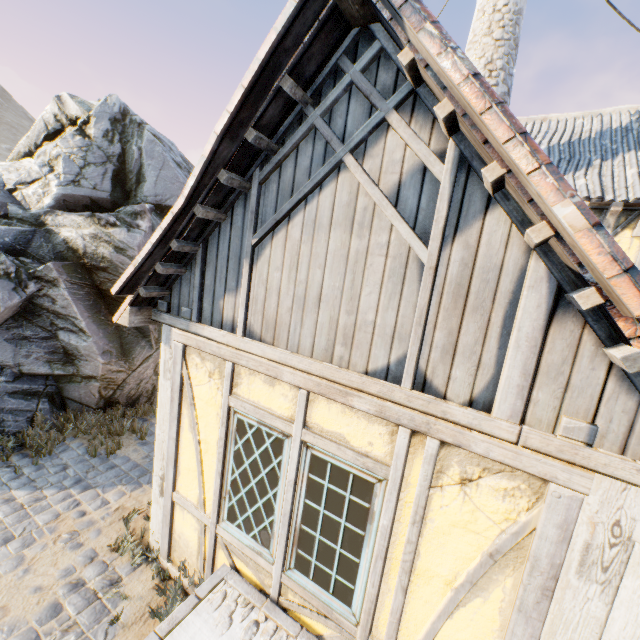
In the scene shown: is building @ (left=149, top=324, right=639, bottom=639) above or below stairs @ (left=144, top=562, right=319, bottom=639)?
above

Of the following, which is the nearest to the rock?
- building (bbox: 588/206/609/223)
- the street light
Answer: building (bbox: 588/206/609/223)

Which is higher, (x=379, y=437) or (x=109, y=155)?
(x=109, y=155)

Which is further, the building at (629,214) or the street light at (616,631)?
the building at (629,214)

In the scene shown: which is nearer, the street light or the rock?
the street light

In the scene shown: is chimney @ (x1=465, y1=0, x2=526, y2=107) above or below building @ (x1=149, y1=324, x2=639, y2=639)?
above

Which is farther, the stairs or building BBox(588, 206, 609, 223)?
building BBox(588, 206, 609, 223)

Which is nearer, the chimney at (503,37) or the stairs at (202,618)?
the stairs at (202,618)
